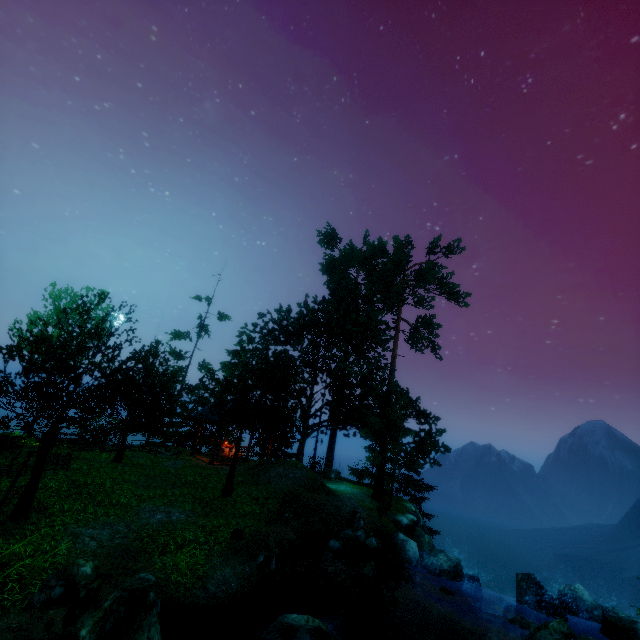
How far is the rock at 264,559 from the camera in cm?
1122

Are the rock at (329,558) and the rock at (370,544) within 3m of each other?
yes

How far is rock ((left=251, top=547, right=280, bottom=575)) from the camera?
11.2 meters

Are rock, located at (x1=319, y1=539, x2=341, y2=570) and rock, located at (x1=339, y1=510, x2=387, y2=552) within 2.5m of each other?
yes

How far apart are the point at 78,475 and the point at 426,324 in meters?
25.5

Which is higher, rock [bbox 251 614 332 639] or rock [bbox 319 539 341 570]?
rock [bbox 251 614 332 639]

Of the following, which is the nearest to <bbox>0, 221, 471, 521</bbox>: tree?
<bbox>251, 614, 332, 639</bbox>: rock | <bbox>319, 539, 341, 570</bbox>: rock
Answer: <bbox>319, 539, 341, 570</bbox>: rock

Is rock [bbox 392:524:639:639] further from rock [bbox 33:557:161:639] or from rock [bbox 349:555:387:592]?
rock [bbox 33:557:161:639]
